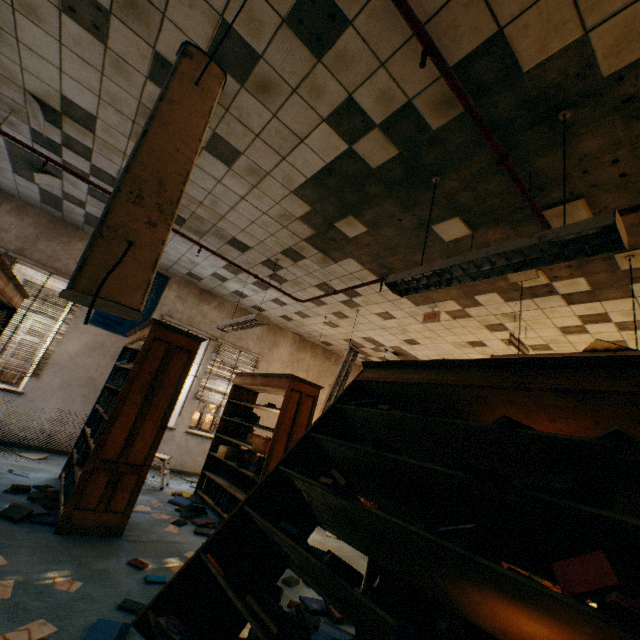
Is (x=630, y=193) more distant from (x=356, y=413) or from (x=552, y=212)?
(x=356, y=413)

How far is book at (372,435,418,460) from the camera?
1.78m

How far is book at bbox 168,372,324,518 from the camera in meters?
4.6

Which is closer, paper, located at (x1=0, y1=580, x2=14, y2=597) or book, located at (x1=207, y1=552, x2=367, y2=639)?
book, located at (x1=207, y1=552, x2=367, y2=639)

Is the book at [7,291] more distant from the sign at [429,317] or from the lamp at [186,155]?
the sign at [429,317]

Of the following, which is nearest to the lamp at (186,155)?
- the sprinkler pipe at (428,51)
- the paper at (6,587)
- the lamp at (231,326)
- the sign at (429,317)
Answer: the sprinkler pipe at (428,51)

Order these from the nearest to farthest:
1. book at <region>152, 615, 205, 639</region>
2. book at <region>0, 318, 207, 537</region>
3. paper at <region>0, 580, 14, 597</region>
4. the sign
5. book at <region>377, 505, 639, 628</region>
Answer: book at <region>377, 505, 639, 628</region> < book at <region>152, 615, 205, 639</region> < paper at <region>0, 580, 14, 597</region> < book at <region>0, 318, 207, 537</region> < the sign

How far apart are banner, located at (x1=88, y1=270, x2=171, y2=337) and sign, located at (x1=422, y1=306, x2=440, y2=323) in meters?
5.6
